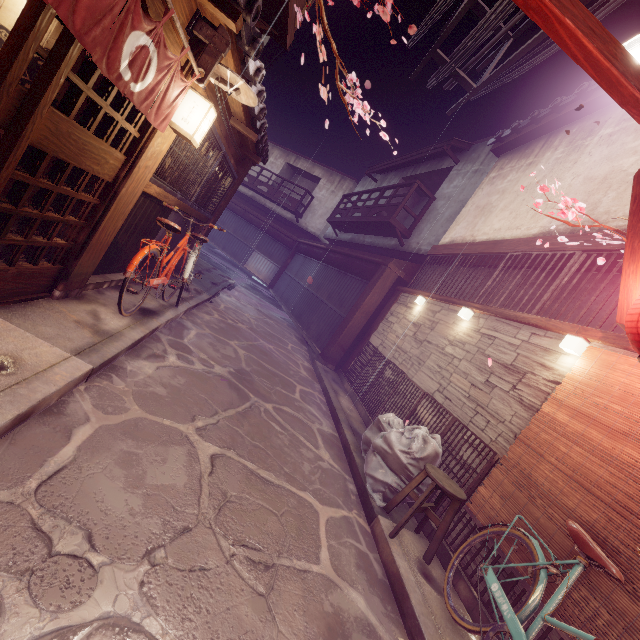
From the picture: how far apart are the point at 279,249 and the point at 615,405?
34.42m

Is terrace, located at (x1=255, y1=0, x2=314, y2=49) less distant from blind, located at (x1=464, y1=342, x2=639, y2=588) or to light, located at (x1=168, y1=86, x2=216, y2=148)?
light, located at (x1=168, y1=86, x2=216, y2=148)

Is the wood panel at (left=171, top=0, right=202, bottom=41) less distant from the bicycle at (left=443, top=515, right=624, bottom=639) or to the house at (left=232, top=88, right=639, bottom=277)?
the bicycle at (left=443, top=515, right=624, bottom=639)

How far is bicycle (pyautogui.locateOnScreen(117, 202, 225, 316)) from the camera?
6.73m

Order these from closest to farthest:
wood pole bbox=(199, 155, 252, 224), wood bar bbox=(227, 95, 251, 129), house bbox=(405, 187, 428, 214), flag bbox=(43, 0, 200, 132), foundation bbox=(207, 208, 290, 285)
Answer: flag bbox=(43, 0, 200, 132)
wood bar bbox=(227, 95, 251, 129)
wood pole bbox=(199, 155, 252, 224)
house bbox=(405, 187, 428, 214)
foundation bbox=(207, 208, 290, 285)

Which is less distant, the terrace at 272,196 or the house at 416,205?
the house at 416,205

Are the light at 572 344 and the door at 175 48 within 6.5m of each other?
no

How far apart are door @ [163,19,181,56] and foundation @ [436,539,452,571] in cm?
891
